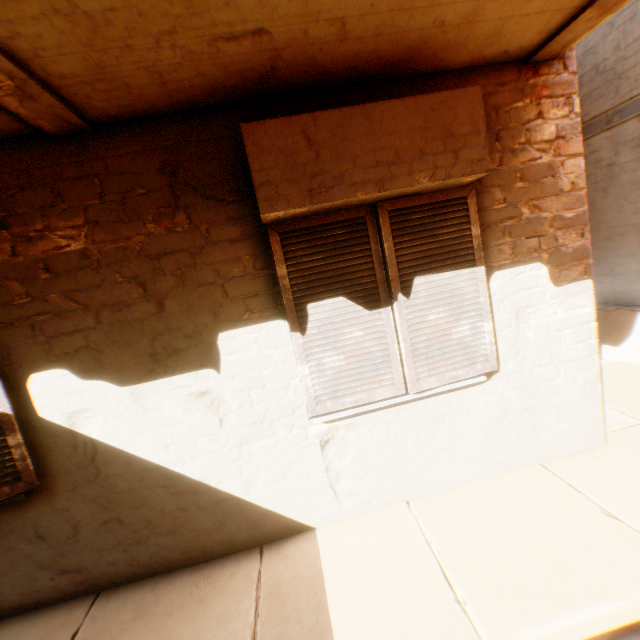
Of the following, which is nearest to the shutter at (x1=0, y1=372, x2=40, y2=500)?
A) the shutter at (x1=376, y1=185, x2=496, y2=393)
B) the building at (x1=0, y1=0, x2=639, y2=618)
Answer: the building at (x1=0, y1=0, x2=639, y2=618)

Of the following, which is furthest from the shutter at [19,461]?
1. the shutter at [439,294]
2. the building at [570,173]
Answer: the shutter at [439,294]

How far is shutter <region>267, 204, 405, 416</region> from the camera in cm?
243

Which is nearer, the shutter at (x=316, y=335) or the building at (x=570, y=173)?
the building at (x=570, y=173)

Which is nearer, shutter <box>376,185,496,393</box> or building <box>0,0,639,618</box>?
building <box>0,0,639,618</box>

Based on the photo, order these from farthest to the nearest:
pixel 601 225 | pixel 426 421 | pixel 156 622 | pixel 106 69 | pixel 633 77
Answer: pixel 601 225 < pixel 633 77 < pixel 426 421 < pixel 156 622 < pixel 106 69
